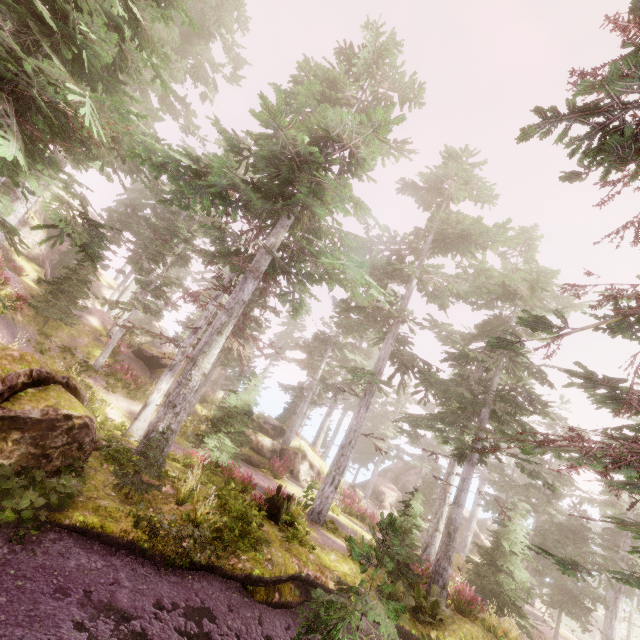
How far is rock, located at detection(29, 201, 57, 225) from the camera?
28.8m

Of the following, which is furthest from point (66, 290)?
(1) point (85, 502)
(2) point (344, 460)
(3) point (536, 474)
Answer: (3) point (536, 474)

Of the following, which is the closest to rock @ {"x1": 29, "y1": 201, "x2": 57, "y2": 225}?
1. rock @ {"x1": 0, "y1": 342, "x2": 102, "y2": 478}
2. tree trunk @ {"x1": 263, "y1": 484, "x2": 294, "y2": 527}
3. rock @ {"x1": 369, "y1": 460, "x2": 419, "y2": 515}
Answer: rock @ {"x1": 0, "y1": 342, "x2": 102, "y2": 478}

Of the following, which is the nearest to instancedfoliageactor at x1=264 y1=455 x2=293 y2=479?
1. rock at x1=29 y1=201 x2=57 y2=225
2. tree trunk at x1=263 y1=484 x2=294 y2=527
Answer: rock at x1=29 y1=201 x2=57 y2=225

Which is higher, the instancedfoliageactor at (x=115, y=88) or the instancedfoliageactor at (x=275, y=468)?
the instancedfoliageactor at (x=115, y=88)

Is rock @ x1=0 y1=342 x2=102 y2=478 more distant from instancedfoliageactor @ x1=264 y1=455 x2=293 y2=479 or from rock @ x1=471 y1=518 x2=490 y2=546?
rock @ x1=471 y1=518 x2=490 y2=546

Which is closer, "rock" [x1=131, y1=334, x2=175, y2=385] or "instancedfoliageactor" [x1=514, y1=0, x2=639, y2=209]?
"instancedfoliageactor" [x1=514, y1=0, x2=639, y2=209]

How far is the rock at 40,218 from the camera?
28.8m
